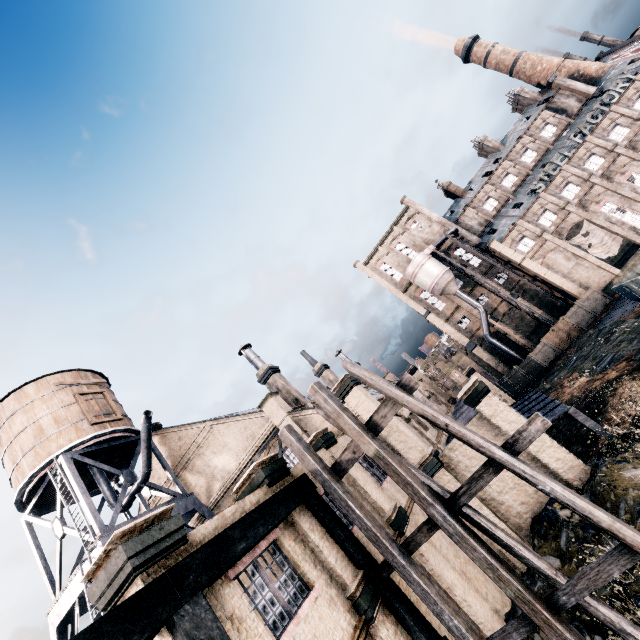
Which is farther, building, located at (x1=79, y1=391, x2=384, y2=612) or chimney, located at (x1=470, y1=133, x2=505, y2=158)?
chimney, located at (x1=470, y1=133, x2=505, y2=158)

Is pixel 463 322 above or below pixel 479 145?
below

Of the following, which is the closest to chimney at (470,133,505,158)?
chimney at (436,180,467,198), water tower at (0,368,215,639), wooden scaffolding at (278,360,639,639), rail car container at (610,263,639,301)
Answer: chimney at (436,180,467,198)

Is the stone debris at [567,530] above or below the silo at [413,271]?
below

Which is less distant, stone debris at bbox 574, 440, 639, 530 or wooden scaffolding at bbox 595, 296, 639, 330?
stone debris at bbox 574, 440, 639, 530

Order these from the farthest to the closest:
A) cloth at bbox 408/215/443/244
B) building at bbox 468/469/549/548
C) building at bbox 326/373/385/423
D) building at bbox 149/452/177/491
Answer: cloth at bbox 408/215/443/244
building at bbox 149/452/177/491
building at bbox 326/373/385/423
building at bbox 468/469/549/548

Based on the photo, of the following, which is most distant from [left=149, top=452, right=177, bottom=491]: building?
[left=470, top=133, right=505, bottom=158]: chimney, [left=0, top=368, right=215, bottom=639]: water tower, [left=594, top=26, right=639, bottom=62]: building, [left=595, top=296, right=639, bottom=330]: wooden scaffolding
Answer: [left=470, top=133, right=505, bottom=158]: chimney

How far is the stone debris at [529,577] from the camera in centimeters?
1138cm
